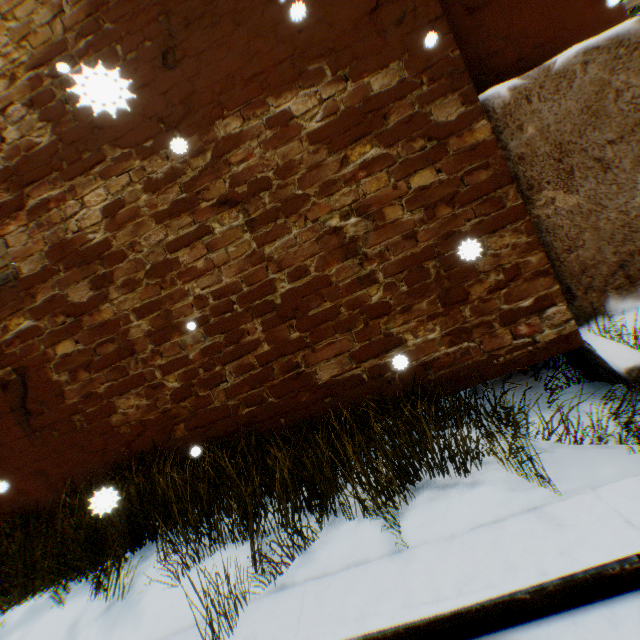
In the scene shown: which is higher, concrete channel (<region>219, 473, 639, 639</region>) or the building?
the building

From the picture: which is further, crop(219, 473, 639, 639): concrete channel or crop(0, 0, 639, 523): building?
crop(0, 0, 639, 523): building

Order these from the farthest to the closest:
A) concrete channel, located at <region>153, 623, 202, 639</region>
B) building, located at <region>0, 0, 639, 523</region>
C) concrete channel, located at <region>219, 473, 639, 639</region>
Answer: building, located at <region>0, 0, 639, 523</region> < concrete channel, located at <region>153, 623, 202, 639</region> < concrete channel, located at <region>219, 473, 639, 639</region>

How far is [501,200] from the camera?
3.53m

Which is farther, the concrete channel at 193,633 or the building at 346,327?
the building at 346,327

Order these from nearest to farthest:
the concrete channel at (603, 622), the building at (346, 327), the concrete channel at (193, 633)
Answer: the concrete channel at (603, 622) → the concrete channel at (193, 633) → the building at (346, 327)
